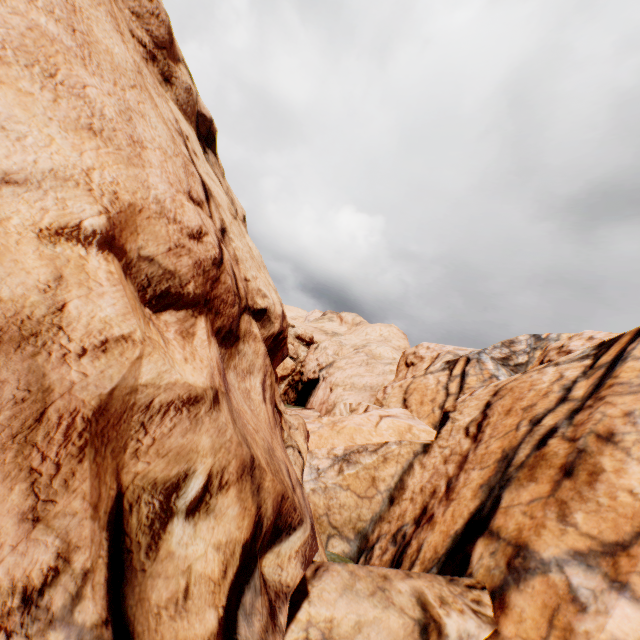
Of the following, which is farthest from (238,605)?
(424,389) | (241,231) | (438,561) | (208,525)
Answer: (424,389)
